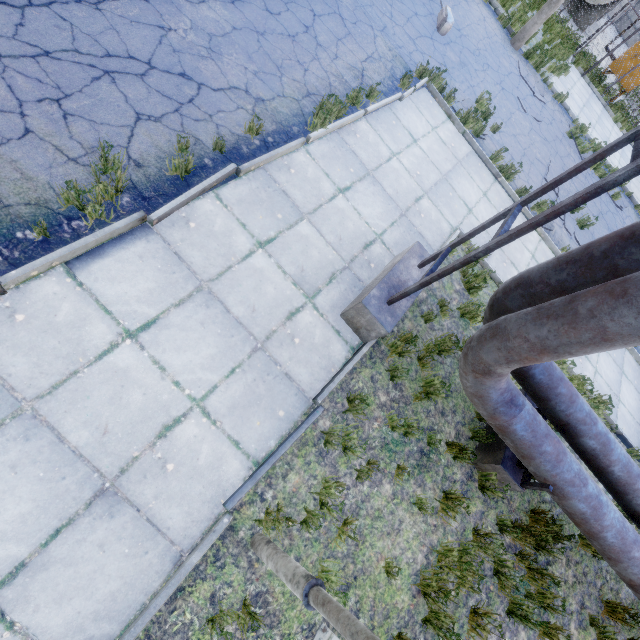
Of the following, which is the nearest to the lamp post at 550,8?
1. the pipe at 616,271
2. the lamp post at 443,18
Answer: the lamp post at 443,18

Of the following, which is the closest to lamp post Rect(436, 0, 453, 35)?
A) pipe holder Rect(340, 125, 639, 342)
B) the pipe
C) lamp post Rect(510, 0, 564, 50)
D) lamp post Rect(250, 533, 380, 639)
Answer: lamp post Rect(510, 0, 564, 50)

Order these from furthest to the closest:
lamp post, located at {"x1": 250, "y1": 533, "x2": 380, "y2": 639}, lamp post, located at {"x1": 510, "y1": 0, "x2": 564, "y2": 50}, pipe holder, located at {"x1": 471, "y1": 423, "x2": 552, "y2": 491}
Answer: lamp post, located at {"x1": 510, "y1": 0, "x2": 564, "y2": 50} < pipe holder, located at {"x1": 471, "y1": 423, "x2": 552, "y2": 491} < lamp post, located at {"x1": 250, "y1": 533, "x2": 380, "y2": 639}

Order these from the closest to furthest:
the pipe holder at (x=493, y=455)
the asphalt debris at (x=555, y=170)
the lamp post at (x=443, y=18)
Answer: the pipe holder at (x=493, y=455) → the lamp post at (x=443, y=18) → the asphalt debris at (x=555, y=170)

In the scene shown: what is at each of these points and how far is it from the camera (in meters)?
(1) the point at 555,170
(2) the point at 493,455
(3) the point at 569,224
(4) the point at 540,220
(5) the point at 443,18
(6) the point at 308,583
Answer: (1) asphalt debris, 10.59
(2) pipe holder, 4.85
(3) asphalt debris, 9.75
(4) pipe holder, 2.71
(5) lamp post, 9.38
(6) lamp post, 2.26

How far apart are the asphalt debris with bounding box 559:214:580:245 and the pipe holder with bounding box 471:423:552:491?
6.8m

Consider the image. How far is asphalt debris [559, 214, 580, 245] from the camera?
9.59m

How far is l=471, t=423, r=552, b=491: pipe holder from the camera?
4.4m
